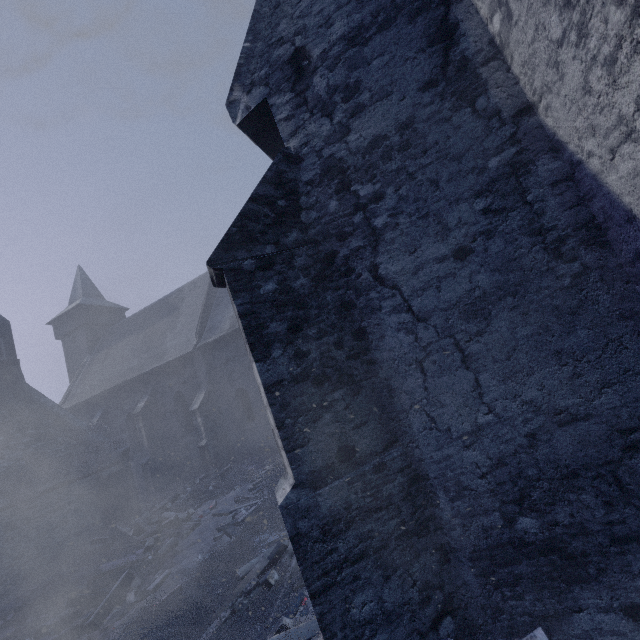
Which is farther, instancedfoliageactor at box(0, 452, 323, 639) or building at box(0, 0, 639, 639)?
instancedfoliageactor at box(0, 452, 323, 639)

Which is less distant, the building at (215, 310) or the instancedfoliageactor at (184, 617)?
the building at (215, 310)

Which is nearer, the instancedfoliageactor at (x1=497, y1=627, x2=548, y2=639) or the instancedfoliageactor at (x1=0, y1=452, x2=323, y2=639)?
the instancedfoliageactor at (x1=497, y1=627, x2=548, y2=639)

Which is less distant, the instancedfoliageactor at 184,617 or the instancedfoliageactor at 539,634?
the instancedfoliageactor at 539,634

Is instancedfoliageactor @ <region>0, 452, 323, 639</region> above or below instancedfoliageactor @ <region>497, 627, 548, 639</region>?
below

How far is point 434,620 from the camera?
3.1m

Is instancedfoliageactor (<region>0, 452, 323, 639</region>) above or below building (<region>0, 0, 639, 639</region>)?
below
